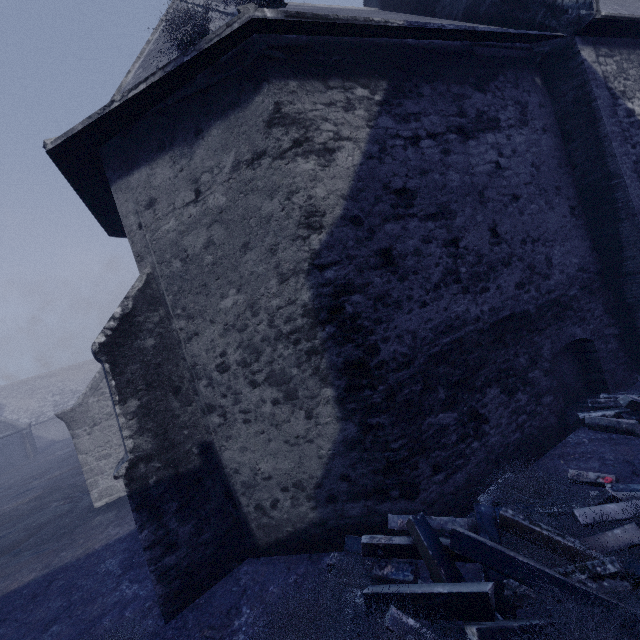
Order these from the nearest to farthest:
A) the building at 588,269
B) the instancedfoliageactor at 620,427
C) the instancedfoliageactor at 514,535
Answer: the instancedfoliageactor at 514,535 < the building at 588,269 < the instancedfoliageactor at 620,427

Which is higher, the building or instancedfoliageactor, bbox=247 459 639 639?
the building

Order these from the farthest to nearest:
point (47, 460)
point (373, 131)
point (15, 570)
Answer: point (47, 460) → point (15, 570) → point (373, 131)

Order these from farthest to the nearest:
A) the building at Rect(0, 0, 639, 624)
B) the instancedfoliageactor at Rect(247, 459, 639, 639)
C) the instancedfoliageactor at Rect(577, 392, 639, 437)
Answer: the instancedfoliageactor at Rect(577, 392, 639, 437)
the building at Rect(0, 0, 639, 624)
the instancedfoliageactor at Rect(247, 459, 639, 639)

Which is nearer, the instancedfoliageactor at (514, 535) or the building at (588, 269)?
the instancedfoliageactor at (514, 535)

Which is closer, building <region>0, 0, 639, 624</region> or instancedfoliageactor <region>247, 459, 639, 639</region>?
instancedfoliageactor <region>247, 459, 639, 639</region>

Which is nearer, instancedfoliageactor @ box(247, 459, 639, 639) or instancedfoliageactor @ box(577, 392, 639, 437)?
instancedfoliageactor @ box(247, 459, 639, 639)
